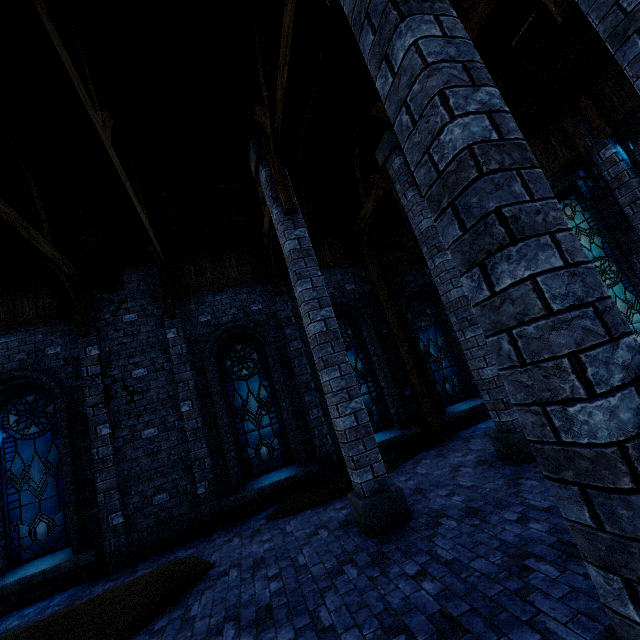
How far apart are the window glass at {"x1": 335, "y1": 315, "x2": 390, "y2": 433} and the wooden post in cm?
84

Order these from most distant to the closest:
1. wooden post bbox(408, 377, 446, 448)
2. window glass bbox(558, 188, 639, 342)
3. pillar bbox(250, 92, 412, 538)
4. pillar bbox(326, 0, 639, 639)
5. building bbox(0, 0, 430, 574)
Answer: wooden post bbox(408, 377, 446, 448) < window glass bbox(558, 188, 639, 342) < building bbox(0, 0, 430, 574) < pillar bbox(250, 92, 412, 538) < pillar bbox(326, 0, 639, 639)

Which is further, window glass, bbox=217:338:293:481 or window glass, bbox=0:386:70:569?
window glass, bbox=217:338:293:481

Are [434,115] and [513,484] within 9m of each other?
yes

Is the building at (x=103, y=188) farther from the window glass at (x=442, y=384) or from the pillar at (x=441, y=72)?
the window glass at (x=442, y=384)

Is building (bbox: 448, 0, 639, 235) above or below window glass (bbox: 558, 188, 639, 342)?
above

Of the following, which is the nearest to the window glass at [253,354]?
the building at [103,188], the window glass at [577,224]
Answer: the building at [103,188]

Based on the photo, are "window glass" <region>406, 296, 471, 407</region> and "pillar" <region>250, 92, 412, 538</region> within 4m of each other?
no
